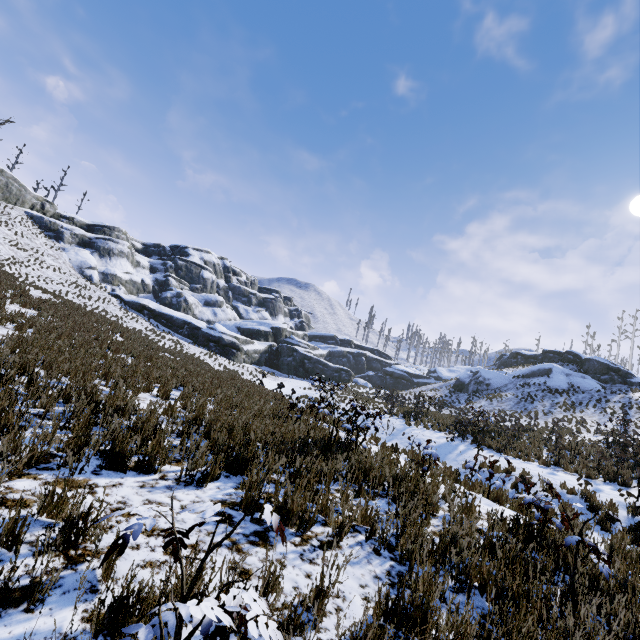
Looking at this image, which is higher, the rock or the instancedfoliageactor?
the rock

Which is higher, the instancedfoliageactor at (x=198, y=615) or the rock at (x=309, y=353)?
the rock at (x=309, y=353)

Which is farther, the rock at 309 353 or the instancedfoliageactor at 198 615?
the rock at 309 353

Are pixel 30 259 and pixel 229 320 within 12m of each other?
no

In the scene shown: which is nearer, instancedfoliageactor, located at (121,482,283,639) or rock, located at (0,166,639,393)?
instancedfoliageactor, located at (121,482,283,639)
